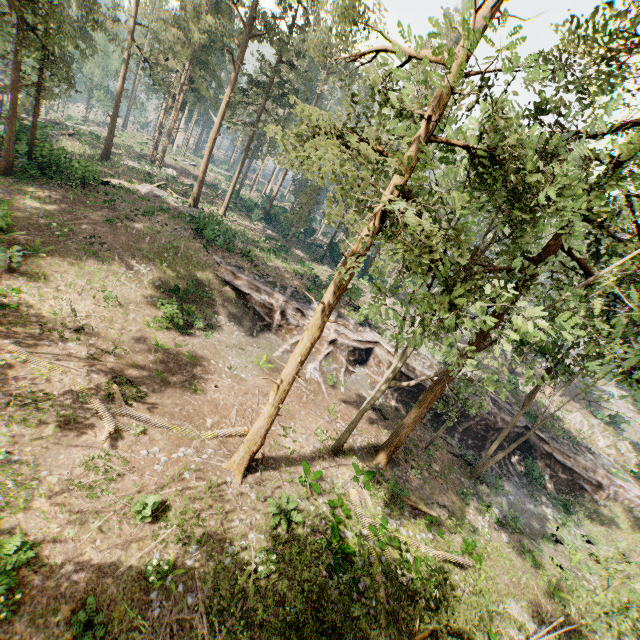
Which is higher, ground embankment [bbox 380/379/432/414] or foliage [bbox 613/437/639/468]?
foliage [bbox 613/437/639/468]

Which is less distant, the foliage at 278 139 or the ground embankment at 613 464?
the foliage at 278 139

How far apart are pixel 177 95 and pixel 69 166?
20.55m

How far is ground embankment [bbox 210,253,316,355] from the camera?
26.31m

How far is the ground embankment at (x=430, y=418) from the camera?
27.38m

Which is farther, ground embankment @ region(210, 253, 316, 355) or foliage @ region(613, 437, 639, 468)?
foliage @ region(613, 437, 639, 468)

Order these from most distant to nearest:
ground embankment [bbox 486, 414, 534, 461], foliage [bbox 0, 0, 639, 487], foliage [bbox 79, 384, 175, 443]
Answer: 1. ground embankment [bbox 486, 414, 534, 461]
2. foliage [bbox 79, 384, 175, 443]
3. foliage [bbox 0, 0, 639, 487]
